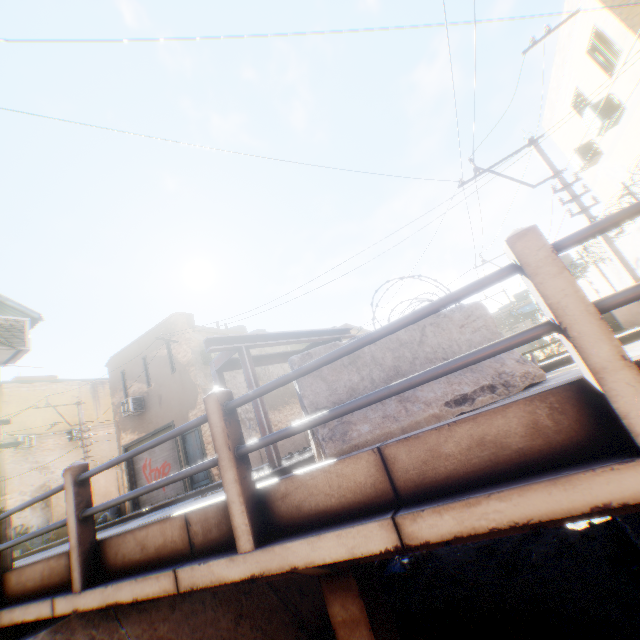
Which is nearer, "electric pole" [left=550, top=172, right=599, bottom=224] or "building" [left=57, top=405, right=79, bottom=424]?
"electric pole" [left=550, top=172, right=599, bottom=224]

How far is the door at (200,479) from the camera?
14.5m

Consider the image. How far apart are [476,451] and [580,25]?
15.3 meters

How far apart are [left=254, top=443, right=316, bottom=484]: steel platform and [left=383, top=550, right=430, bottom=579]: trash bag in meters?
4.2 m

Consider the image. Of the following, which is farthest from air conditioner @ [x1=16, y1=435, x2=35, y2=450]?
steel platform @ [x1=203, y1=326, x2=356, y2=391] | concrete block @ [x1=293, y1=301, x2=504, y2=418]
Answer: steel platform @ [x1=203, y1=326, x2=356, y2=391]

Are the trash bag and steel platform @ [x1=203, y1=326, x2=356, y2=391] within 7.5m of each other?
yes

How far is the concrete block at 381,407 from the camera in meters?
2.8 m

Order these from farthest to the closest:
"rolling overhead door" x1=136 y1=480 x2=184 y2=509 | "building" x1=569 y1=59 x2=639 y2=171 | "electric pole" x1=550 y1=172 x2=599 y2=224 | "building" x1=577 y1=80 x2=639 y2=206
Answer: "rolling overhead door" x1=136 y1=480 x2=184 y2=509 → "building" x1=577 y1=80 x2=639 y2=206 → "building" x1=569 y1=59 x2=639 y2=171 → "electric pole" x1=550 y1=172 x2=599 y2=224
